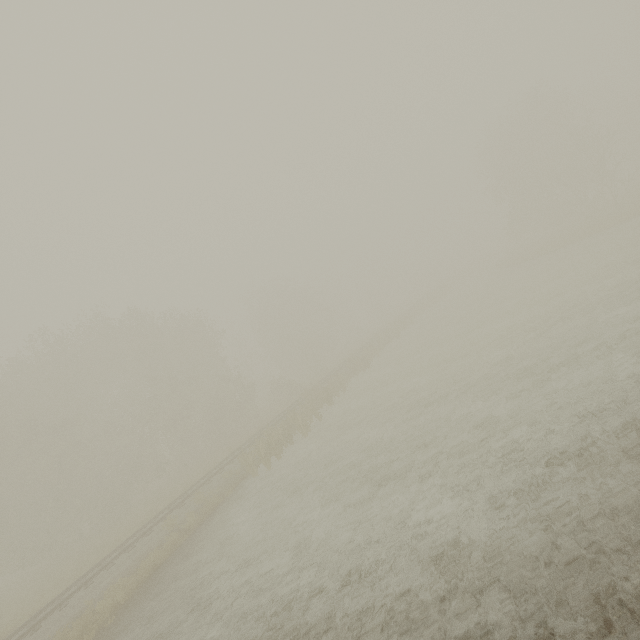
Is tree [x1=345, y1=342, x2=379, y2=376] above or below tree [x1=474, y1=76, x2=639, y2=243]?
below

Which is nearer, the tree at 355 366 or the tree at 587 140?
the tree at 355 366

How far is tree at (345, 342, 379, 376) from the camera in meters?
29.9 m

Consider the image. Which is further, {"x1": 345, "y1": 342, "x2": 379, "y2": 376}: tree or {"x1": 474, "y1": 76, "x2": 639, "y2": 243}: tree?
{"x1": 474, "y1": 76, "x2": 639, "y2": 243}: tree

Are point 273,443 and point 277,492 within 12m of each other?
yes

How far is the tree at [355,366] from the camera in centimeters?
2991cm
